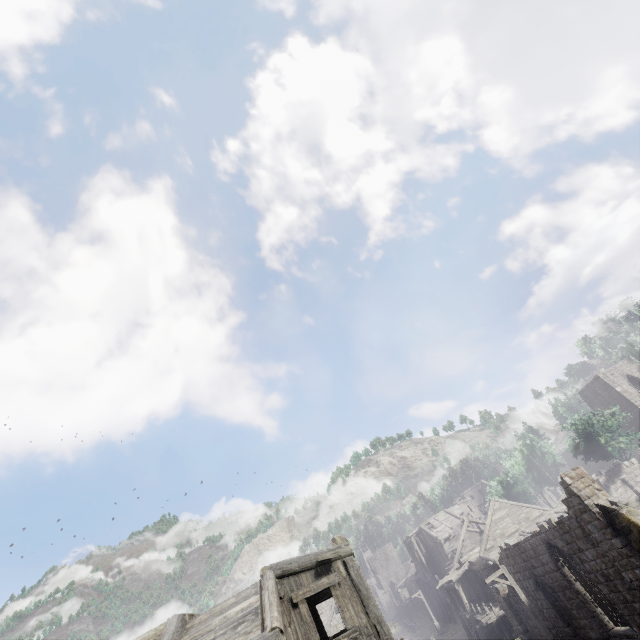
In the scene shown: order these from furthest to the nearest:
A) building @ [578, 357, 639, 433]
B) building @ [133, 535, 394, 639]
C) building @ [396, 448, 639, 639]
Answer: building @ [578, 357, 639, 433] < building @ [396, 448, 639, 639] < building @ [133, 535, 394, 639]

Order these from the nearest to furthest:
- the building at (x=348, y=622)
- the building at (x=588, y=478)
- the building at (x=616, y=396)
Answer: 1. the building at (x=348, y=622)
2. the building at (x=588, y=478)
3. the building at (x=616, y=396)

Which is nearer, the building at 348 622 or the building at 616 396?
the building at 348 622

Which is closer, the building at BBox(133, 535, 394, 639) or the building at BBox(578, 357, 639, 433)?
the building at BBox(133, 535, 394, 639)

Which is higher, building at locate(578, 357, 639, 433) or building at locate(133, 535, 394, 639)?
building at locate(578, 357, 639, 433)

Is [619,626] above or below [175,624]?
below
